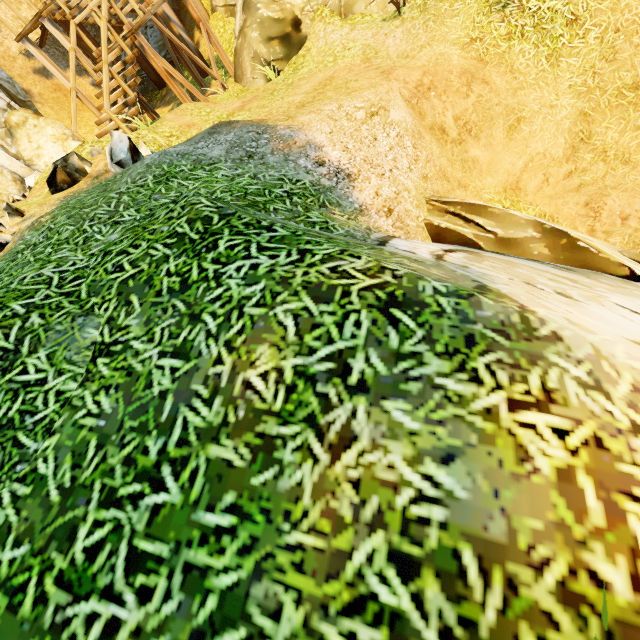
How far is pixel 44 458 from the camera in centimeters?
191cm

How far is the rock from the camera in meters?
6.1 m

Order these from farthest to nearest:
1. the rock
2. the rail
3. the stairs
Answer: the stairs → the rail → the rock

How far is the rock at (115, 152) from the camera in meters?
6.1 m

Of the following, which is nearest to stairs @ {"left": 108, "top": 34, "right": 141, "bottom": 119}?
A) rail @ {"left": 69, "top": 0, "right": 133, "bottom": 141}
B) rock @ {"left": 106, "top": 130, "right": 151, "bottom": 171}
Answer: rail @ {"left": 69, "top": 0, "right": 133, "bottom": 141}

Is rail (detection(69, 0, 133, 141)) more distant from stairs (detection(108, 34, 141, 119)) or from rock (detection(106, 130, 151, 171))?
rock (detection(106, 130, 151, 171))

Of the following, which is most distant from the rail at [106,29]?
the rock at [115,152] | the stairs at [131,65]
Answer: the rock at [115,152]
